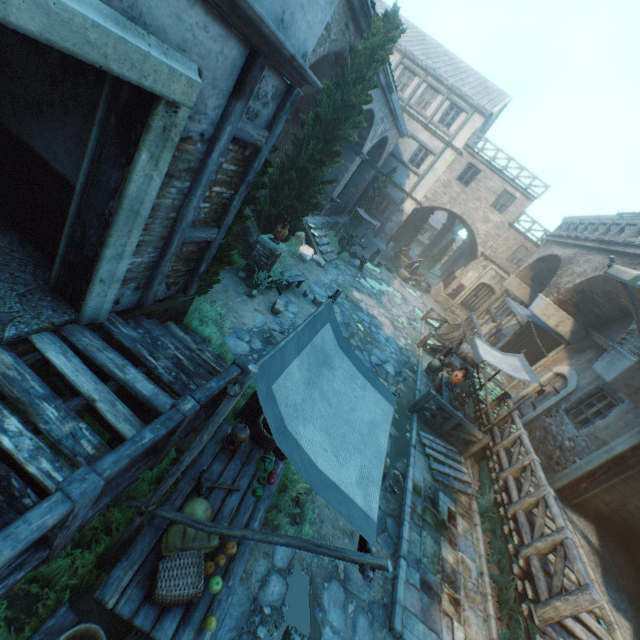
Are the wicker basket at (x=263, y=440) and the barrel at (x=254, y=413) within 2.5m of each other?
yes

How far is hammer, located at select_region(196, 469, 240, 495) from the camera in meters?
3.7 m

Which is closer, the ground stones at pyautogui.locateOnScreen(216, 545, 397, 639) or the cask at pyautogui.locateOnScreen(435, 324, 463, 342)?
the ground stones at pyautogui.locateOnScreen(216, 545, 397, 639)

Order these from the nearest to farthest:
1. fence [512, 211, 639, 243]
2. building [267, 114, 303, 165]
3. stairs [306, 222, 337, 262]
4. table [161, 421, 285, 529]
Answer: table [161, 421, 285, 529], fence [512, 211, 639, 243], stairs [306, 222, 337, 262], building [267, 114, 303, 165]

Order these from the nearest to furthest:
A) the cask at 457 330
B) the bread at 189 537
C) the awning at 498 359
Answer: the bread at 189 537
the awning at 498 359
the cask at 457 330

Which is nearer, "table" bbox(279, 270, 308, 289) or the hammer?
the hammer

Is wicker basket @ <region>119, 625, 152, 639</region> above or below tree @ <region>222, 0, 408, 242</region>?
below

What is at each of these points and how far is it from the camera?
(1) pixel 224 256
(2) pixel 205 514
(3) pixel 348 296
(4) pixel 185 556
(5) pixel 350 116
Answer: (1) tree, 6.2m
(2) bread, 3.5m
(3) ground stones, 14.2m
(4) wicker basket, 2.9m
(5) tree, 8.9m
